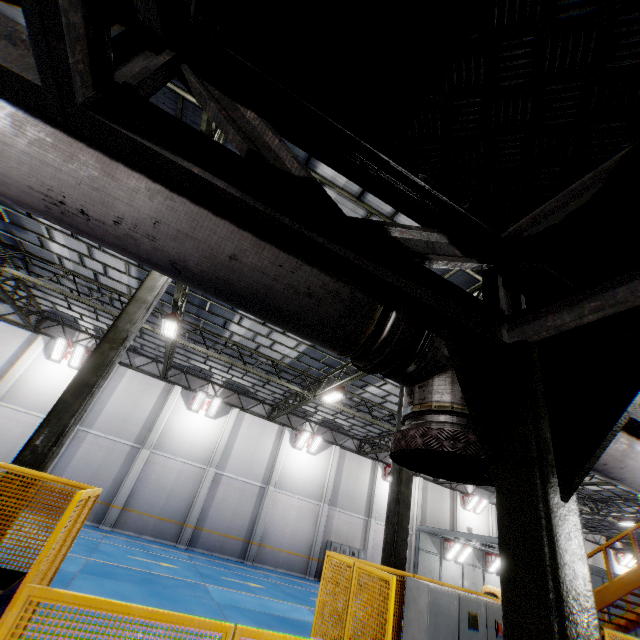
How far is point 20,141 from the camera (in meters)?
1.07

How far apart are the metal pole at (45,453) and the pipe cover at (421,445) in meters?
6.3 m

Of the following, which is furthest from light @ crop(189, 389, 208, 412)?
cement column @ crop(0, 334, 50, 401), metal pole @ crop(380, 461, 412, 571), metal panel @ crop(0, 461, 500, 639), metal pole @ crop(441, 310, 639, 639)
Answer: metal pole @ crop(441, 310, 639, 639)

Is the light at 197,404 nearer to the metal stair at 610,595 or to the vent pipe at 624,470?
the metal stair at 610,595

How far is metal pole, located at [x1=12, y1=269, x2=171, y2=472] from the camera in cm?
538

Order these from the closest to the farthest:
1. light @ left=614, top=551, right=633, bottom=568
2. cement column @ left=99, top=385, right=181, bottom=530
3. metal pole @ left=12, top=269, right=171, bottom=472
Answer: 1. metal pole @ left=12, top=269, right=171, bottom=472
2. cement column @ left=99, top=385, right=181, bottom=530
3. light @ left=614, top=551, right=633, bottom=568

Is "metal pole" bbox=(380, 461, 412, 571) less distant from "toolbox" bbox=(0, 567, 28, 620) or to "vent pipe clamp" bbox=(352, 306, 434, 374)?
"toolbox" bbox=(0, 567, 28, 620)

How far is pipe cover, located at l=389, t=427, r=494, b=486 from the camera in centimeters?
131cm
